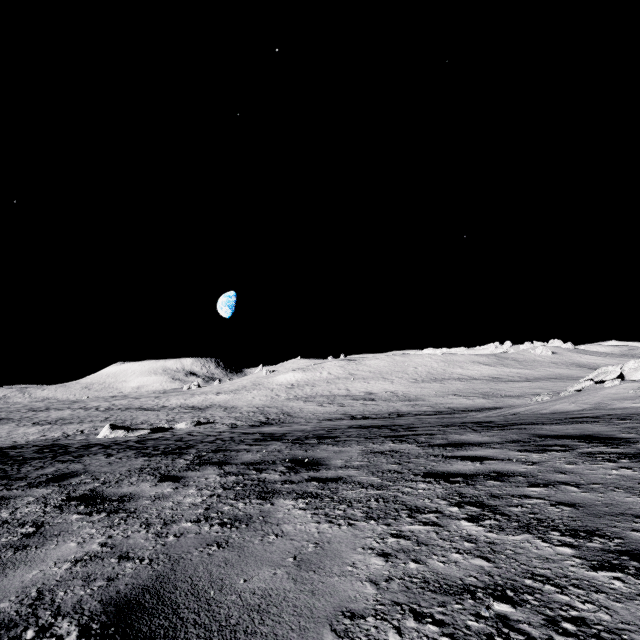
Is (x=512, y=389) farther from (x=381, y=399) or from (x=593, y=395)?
(x=593, y=395)

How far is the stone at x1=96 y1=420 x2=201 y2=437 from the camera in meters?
26.1 m

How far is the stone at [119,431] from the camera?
26.11m
